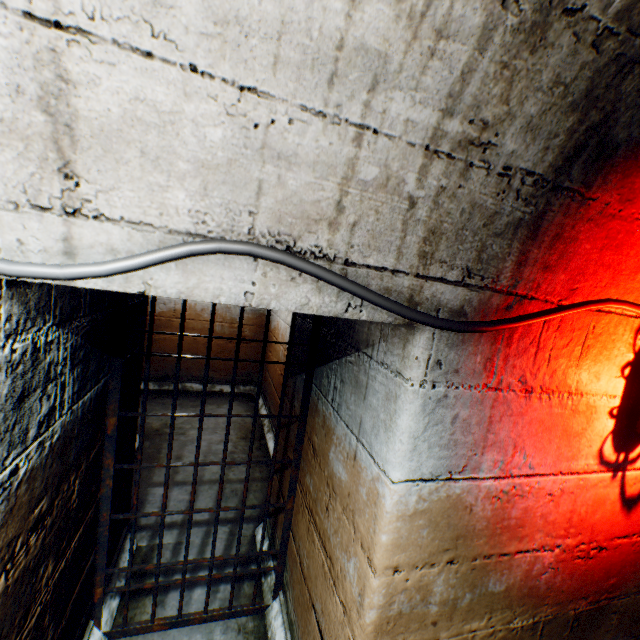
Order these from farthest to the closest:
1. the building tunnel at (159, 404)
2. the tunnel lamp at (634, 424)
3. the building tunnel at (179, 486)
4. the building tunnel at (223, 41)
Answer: the building tunnel at (159, 404) < the building tunnel at (179, 486) < the tunnel lamp at (634, 424) < the building tunnel at (223, 41)

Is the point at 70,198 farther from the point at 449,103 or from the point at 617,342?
the point at 617,342

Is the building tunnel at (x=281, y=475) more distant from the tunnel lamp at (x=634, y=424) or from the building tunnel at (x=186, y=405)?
the building tunnel at (x=186, y=405)

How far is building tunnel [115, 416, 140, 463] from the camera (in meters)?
1.97

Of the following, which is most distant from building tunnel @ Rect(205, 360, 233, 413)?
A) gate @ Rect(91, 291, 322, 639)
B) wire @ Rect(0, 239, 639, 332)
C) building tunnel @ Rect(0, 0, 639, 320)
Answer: wire @ Rect(0, 239, 639, 332)

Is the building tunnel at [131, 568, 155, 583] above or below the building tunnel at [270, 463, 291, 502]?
below
